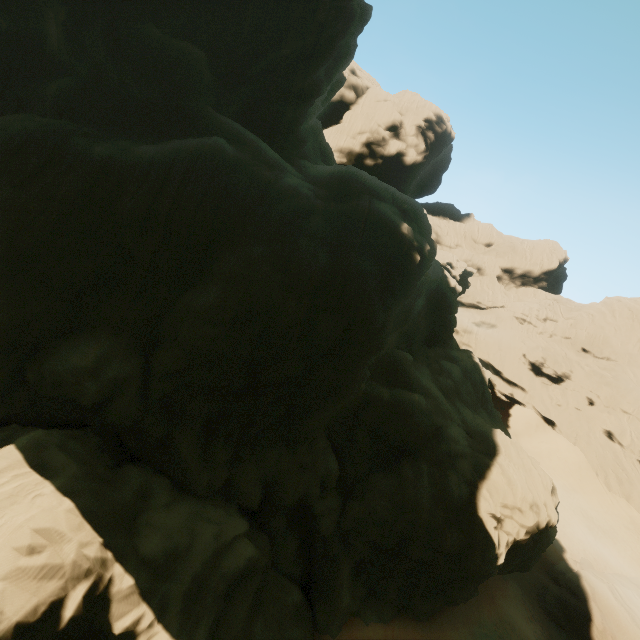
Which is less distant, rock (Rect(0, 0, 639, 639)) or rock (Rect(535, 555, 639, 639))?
rock (Rect(0, 0, 639, 639))

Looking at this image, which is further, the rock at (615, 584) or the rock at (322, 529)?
the rock at (615, 584)

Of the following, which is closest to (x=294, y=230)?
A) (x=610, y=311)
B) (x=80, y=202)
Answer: (x=80, y=202)
